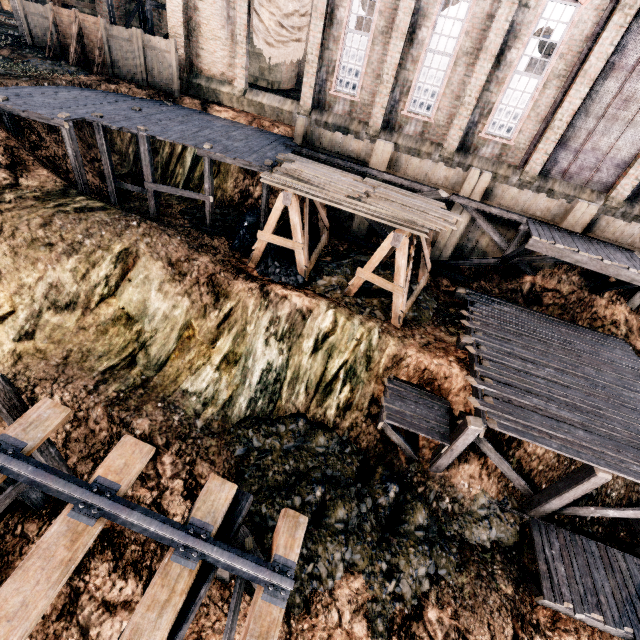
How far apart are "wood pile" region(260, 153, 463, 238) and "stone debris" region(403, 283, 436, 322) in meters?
3.5

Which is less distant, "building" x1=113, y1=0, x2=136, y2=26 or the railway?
the railway

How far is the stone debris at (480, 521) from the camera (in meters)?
11.91

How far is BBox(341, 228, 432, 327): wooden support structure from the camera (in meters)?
12.38

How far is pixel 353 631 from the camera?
9.6m

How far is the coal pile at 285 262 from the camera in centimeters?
1499cm

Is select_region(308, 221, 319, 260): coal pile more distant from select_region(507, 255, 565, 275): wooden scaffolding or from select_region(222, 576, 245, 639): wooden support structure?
select_region(222, 576, 245, 639): wooden support structure

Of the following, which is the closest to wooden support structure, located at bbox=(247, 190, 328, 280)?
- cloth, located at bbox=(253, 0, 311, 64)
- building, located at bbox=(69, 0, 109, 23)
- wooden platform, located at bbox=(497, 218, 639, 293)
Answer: building, located at bbox=(69, 0, 109, 23)
